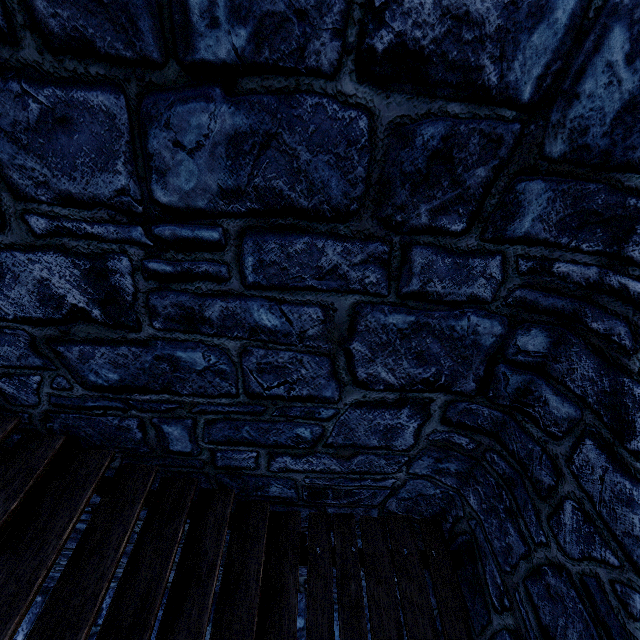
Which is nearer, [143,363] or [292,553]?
[143,363]
